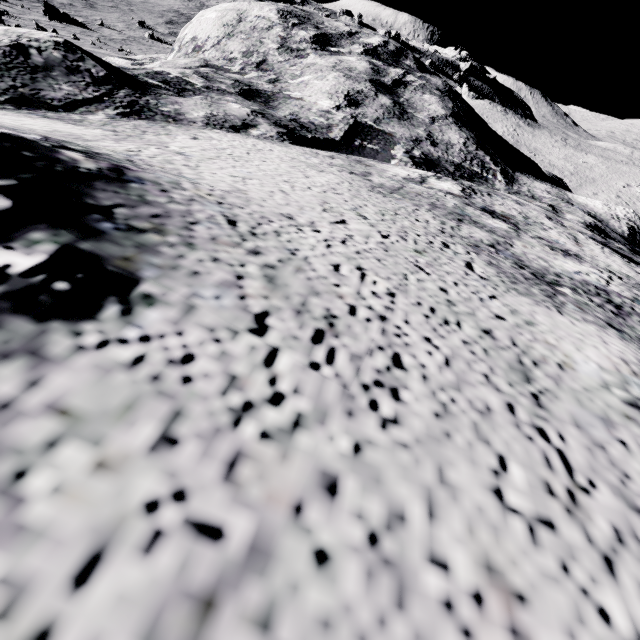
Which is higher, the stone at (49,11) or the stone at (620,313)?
the stone at (620,313)

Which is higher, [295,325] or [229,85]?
[295,325]

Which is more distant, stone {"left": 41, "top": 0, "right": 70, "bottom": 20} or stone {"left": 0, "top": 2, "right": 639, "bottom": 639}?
stone {"left": 41, "top": 0, "right": 70, "bottom": 20}

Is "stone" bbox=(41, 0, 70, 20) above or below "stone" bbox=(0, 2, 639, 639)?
below

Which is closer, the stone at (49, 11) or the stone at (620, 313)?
the stone at (620, 313)
